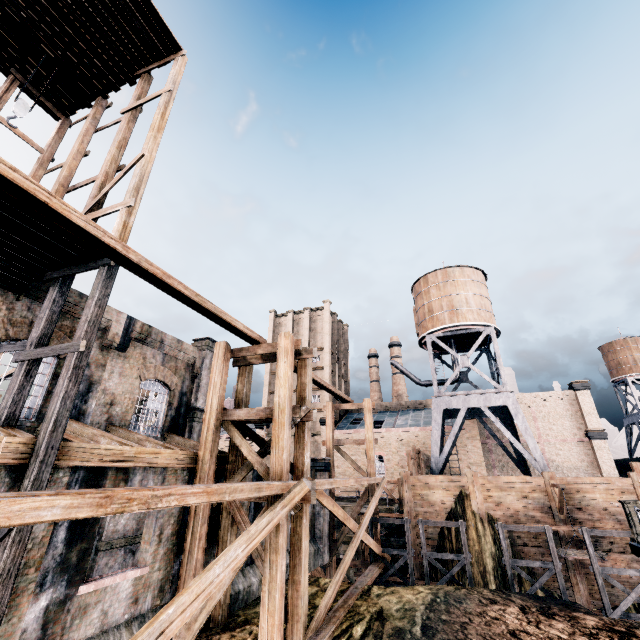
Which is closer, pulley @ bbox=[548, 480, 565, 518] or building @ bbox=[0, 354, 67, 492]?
building @ bbox=[0, 354, 67, 492]

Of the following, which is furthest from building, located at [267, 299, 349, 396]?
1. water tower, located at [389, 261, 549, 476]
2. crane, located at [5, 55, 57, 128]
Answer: crane, located at [5, 55, 57, 128]

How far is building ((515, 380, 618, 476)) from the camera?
41.3m

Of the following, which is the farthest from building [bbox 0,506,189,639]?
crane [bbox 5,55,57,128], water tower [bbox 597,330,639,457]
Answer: water tower [bbox 597,330,639,457]

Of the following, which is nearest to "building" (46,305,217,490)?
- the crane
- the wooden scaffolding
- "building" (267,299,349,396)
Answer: the wooden scaffolding

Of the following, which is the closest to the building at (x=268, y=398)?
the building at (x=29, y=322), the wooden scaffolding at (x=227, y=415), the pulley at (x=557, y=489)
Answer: the pulley at (x=557, y=489)

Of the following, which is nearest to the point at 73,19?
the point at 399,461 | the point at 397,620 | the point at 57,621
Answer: the point at 57,621

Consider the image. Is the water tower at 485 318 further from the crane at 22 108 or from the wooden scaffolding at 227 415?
the crane at 22 108
